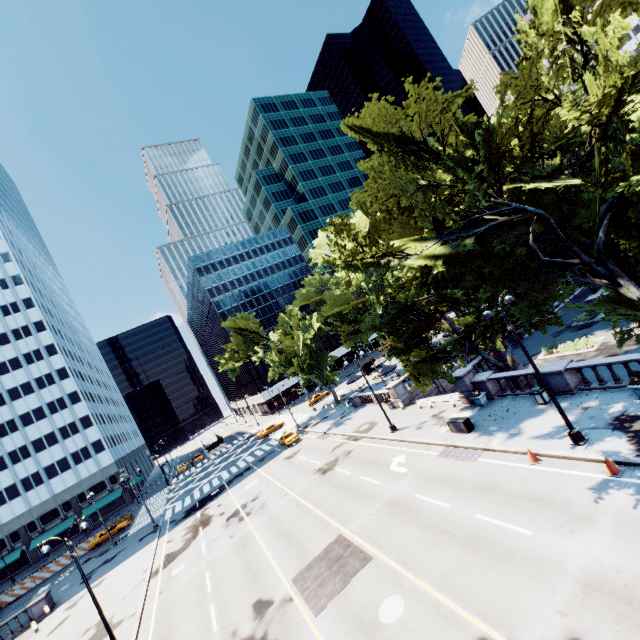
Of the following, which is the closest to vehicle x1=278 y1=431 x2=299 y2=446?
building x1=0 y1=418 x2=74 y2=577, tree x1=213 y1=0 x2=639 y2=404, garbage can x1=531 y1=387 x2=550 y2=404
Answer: tree x1=213 y1=0 x2=639 y2=404

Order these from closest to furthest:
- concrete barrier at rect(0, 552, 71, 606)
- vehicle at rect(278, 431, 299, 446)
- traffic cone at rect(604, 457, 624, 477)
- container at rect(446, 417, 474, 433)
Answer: traffic cone at rect(604, 457, 624, 477)
container at rect(446, 417, 474, 433)
vehicle at rect(278, 431, 299, 446)
concrete barrier at rect(0, 552, 71, 606)

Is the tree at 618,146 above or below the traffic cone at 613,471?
above

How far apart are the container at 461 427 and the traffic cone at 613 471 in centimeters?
812cm

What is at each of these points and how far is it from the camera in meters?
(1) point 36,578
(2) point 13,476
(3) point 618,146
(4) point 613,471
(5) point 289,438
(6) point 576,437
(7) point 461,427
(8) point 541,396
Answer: (1) concrete barrier, 42.9 m
(2) building, 58.5 m
(3) tree, 11.0 m
(4) traffic cone, 12.1 m
(5) vehicle, 41.4 m
(6) light, 14.4 m
(7) container, 20.8 m
(8) garbage can, 18.9 m

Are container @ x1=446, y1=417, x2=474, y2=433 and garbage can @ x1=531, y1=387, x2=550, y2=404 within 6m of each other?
yes

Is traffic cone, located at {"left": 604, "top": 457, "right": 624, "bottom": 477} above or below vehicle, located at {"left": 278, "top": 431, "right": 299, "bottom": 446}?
below

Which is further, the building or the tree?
the building
